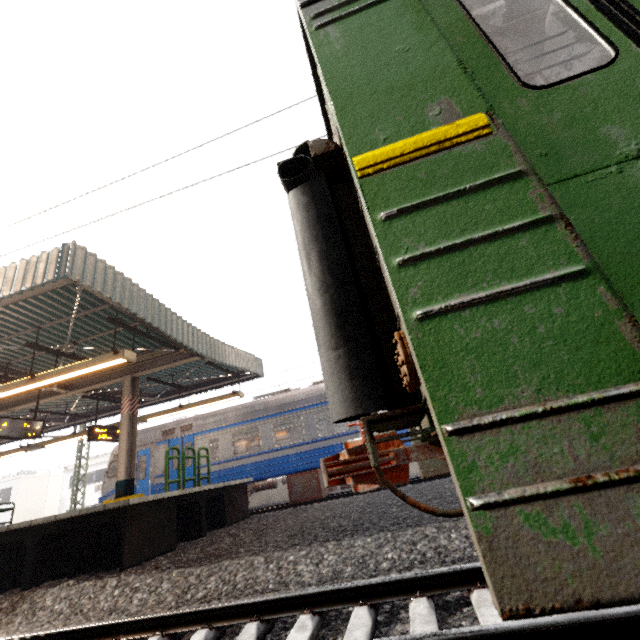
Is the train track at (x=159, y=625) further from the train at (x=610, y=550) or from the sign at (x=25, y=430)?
the sign at (x=25, y=430)

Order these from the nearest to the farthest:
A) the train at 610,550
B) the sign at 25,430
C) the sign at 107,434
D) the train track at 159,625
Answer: the train at 610,550, the train track at 159,625, the sign at 25,430, the sign at 107,434

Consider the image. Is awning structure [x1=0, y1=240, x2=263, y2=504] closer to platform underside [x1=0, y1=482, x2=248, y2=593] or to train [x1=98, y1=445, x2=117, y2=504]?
train [x1=98, y1=445, x2=117, y2=504]

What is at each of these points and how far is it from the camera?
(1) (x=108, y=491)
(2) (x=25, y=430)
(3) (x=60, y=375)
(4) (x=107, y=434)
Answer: (1) train, 13.1m
(2) sign, 9.0m
(3) awning structure, 7.3m
(4) sign, 11.5m

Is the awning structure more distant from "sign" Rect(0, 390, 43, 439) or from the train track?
the train track

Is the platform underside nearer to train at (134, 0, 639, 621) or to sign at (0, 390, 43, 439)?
train at (134, 0, 639, 621)

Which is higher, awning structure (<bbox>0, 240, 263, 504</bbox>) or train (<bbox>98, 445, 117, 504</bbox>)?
awning structure (<bbox>0, 240, 263, 504</bbox>)

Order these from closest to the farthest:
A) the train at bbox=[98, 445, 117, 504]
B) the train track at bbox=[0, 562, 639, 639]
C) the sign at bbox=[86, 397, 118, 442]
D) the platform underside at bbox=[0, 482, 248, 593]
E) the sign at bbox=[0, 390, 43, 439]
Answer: the train track at bbox=[0, 562, 639, 639] → the platform underside at bbox=[0, 482, 248, 593] → the sign at bbox=[0, 390, 43, 439] → the sign at bbox=[86, 397, 118, 442] → the train at bbox=[98, 445, 117, 504]
